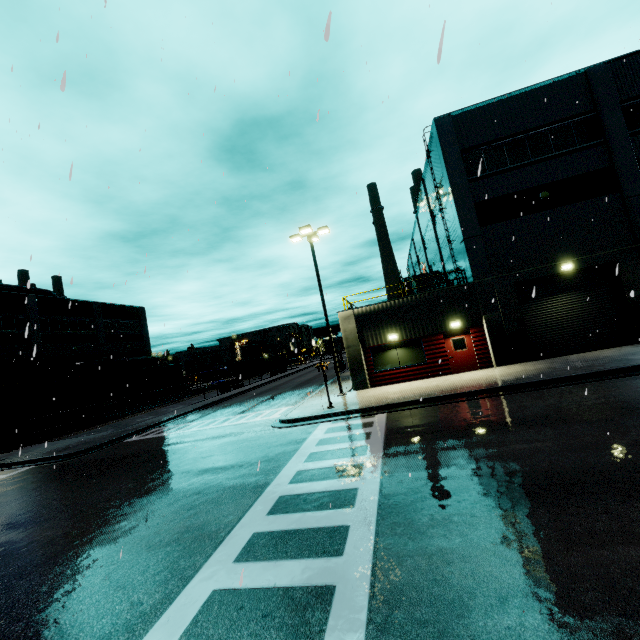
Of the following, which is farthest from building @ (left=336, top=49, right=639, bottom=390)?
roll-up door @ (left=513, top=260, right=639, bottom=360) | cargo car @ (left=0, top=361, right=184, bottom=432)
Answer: cargo car @ (left=0, top=361, right=184, bottom=432)

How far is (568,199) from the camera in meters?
17.4

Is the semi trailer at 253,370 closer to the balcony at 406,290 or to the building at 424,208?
the building at 424,208

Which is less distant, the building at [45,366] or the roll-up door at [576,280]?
the roll-up door at [576,280]

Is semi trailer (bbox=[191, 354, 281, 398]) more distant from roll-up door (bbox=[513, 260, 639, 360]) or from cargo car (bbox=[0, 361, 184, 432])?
roll-up door (bbox=[513, 260, 639, 360])

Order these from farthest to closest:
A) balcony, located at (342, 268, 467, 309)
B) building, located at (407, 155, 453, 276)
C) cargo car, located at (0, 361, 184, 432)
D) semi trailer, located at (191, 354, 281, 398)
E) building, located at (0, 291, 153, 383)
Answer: semi trailer, located at (191, 354, 281, 398)
building, located at (0, 291, 153, 383)
cargo car, located at (0, 361, 184, 432)
building, located at (407, 155, 453, 276)
balcony, located at (342, 268, 467, 309)

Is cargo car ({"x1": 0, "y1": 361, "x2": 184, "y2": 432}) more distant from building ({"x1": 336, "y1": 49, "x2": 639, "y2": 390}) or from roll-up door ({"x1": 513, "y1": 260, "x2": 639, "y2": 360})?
roll-up door ({"x1": 513, "y1": 260, "x2": 639, "y2": 360})

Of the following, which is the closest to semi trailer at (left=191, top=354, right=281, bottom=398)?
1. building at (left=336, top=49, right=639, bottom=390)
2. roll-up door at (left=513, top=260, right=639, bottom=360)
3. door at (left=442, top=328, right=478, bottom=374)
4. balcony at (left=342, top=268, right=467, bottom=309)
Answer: building at (left=336, top=49, right=639, bottom=390)
